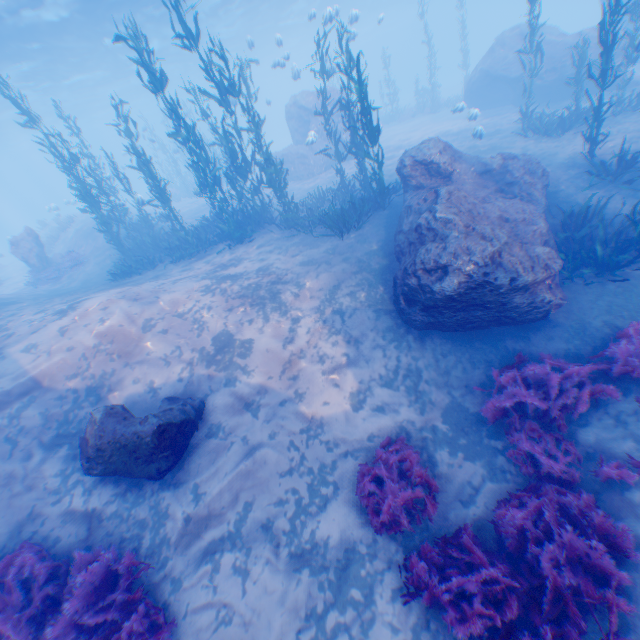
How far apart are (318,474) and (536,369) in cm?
447

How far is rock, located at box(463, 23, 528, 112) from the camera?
17.75m

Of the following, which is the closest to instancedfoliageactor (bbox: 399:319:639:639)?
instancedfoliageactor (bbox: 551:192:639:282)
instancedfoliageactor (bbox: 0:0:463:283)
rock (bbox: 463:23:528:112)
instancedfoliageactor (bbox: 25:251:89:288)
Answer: rock (bbox: 463:23:528:112)

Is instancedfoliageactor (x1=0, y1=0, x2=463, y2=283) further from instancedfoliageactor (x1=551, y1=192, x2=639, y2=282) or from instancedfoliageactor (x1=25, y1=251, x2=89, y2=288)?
instancedfoliageactor (x1=551, y1=192, x2=639, y2=282)

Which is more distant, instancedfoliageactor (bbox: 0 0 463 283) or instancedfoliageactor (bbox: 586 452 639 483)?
instancedfoliageactor (bbox: 0 0 463 283)

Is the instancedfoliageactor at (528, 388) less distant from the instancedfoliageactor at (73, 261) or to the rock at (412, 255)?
the rock at (412, 255)

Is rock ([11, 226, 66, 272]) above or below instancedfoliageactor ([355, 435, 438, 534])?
above

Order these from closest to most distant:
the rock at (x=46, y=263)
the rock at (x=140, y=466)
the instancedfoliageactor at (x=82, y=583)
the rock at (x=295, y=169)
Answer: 1. the instancedfoliageactor at (x=82, y=583)
2. the rock at (x=140, y=466)
3. the rock at (x=46, y=263)
4. the rock at (x=295, y=169)
